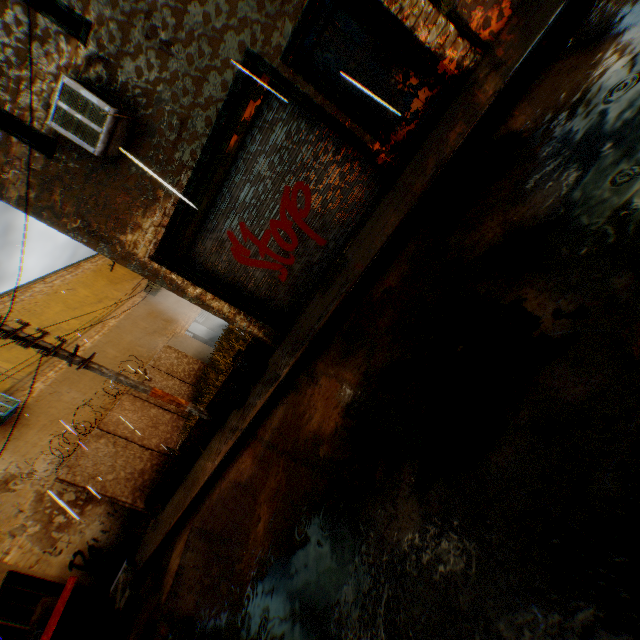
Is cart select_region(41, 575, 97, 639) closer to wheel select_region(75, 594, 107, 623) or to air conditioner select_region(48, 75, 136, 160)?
wheel select_region(75, 594, 107, 623)

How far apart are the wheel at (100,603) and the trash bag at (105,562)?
0.37m

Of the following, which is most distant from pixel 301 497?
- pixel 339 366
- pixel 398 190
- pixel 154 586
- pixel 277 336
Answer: pixel 154 586

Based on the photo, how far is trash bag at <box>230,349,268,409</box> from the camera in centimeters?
763cm

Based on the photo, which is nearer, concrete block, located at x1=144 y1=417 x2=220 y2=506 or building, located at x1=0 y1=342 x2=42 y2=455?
concrete block, located at x1=144 y1=417 x2=220 y2=506

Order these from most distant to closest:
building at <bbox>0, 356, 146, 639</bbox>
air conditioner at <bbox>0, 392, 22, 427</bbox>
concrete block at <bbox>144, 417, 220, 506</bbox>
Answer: air conditioner at <bbox>0, 392, 22, 427</bbox> → building at <bbox>0, 356, 146, 639</bbox> → concrete block at <bbox>144, 417, 220, 506</bbox>

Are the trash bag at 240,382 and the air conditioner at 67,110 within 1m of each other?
no

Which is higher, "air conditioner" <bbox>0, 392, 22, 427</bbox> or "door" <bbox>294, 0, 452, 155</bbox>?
Result: "air conditioner" <bbox>0, 392, 22, 427</bbox>
